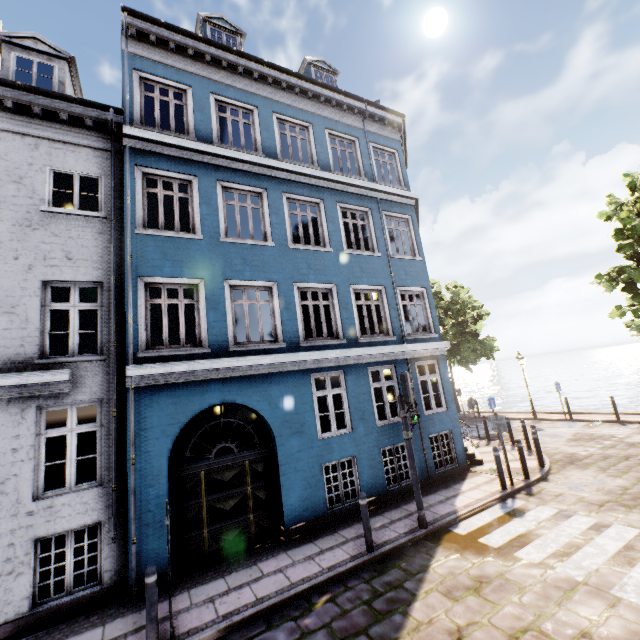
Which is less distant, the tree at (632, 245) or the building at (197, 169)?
the building at (197, 169)

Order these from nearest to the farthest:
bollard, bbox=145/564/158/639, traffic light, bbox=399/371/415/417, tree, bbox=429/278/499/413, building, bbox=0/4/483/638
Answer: bollard, bbox=145/564/158/639, building, bbox=0/4/483/638, traffic light, bbox=399/371/415/417, tree, bbox=429/278/499/413

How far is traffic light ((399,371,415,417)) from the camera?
7.60m

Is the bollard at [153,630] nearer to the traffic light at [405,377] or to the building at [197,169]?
the building at [197,169]

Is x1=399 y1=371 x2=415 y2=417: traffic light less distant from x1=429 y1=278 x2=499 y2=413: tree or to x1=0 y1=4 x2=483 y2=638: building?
x1=0 y1=4 x2=483 y2=638: building

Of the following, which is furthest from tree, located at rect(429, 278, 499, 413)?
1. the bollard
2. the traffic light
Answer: the bollard

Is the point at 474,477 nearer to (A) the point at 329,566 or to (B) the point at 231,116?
(A) the point at 329,566

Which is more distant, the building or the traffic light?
the traffic light
